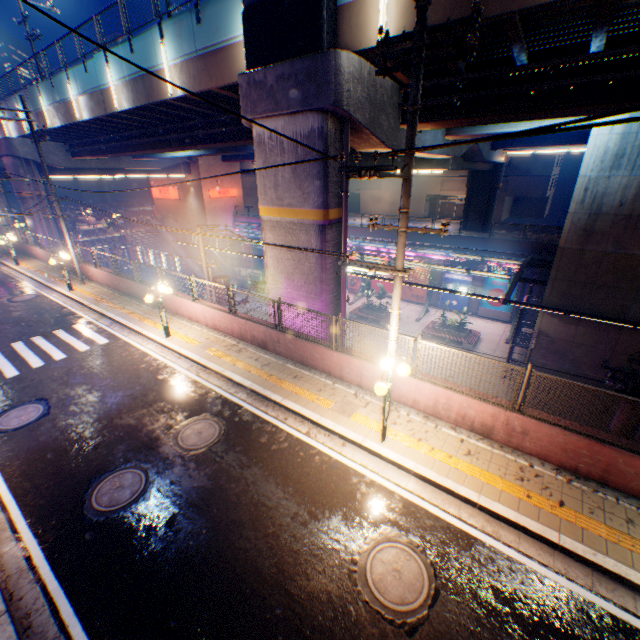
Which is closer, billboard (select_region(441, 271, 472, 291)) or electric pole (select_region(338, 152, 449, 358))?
electric pole (select_region(338, 152, 449, 358))

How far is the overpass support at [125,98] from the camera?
14.2m

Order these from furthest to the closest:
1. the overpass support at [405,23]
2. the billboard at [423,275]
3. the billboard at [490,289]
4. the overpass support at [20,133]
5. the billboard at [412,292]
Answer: the billboard at [412,292]
the billboard at [423,275]
the billboard at [490,289]
the overpass support at [20,133]
the overpass support at [405,23]

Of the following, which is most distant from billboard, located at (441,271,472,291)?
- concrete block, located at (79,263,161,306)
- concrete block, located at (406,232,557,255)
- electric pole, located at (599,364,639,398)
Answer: concrete block, located at (79,263,161,306)

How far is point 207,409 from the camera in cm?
Result: 961

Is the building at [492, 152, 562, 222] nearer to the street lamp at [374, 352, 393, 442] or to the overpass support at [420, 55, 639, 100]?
the overpass support at [420, 55, 639, 100]

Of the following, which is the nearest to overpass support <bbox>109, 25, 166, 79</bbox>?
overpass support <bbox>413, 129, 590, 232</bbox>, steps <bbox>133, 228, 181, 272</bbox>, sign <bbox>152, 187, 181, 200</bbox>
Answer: overpass support <bbox>413, 129, 590, 232</bbox>

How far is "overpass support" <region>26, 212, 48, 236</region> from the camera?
29.05m
